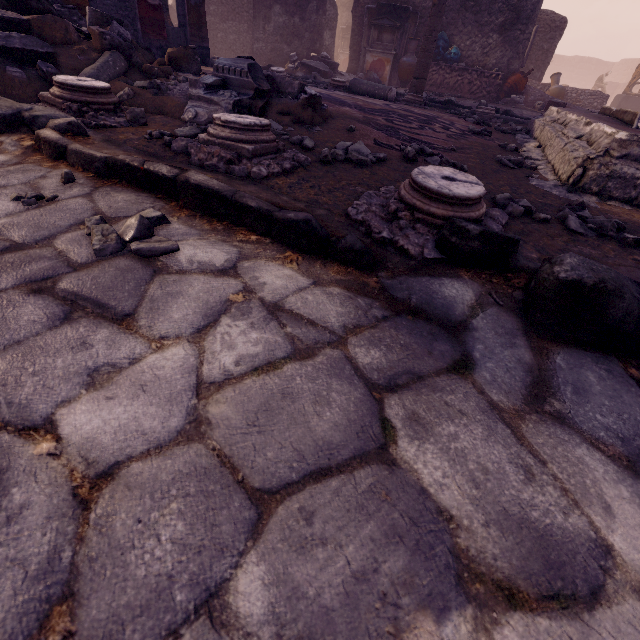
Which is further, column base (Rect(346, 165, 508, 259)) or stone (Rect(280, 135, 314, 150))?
stone (Rect(280, 135, 314, 150))

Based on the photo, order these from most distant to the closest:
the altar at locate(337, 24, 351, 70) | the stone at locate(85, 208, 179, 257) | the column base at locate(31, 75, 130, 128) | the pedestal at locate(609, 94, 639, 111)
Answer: the altar at locate(337, 24, 351, 70)
the pedestal at locate(609, 94, 639, 111)
the column base at locate(31, 75, 130, 128)
the stone at locate(85, 208, 179, 257)

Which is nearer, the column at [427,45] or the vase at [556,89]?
the column at [427,45]

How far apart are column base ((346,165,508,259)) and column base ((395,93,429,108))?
6.6 meters

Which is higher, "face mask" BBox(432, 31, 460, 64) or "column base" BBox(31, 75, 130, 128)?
"face mask" BBox(432, 31, 460, 64)

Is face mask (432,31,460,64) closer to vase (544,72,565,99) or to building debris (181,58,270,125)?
vase (544,72,565,99)

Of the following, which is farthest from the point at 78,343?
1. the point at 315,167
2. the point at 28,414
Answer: the point at 315,167

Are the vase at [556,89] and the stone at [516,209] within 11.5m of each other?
no
